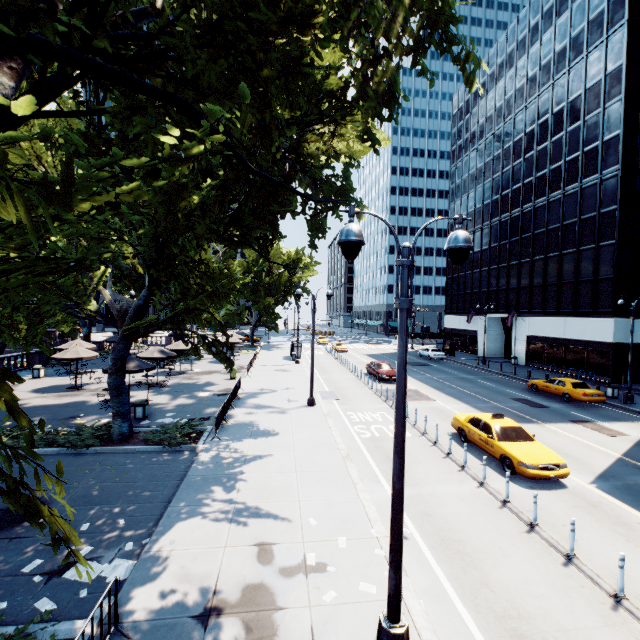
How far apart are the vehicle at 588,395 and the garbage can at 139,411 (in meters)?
27.33

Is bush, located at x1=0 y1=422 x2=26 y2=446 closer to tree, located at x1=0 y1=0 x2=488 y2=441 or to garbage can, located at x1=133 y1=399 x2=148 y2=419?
tree, located at x1=0 y1=0 x2=488 y2=441

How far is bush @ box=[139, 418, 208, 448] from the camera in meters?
13.4 m

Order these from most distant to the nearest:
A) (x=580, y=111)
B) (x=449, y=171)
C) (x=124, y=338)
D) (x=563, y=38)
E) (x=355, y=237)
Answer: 1. (x=449, y=171)
2. (x=563, y=38)
3. (x=580, y=111)
4. (x=124, y=338)
5. (x=355, y=237)

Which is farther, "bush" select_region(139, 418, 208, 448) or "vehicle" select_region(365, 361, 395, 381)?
"vehicle" select_region(365, 361, 395, 381)

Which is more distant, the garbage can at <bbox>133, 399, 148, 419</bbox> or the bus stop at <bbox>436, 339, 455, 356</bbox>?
the bus stop at <bbox>436, 339, 455, 356</bbox>

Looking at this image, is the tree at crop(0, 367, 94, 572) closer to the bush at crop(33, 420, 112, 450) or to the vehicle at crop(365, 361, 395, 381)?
the bush at crop(33, 420, 112, 450)

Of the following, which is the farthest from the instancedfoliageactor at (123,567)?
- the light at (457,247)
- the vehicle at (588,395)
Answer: the vehicle at (588,395)
